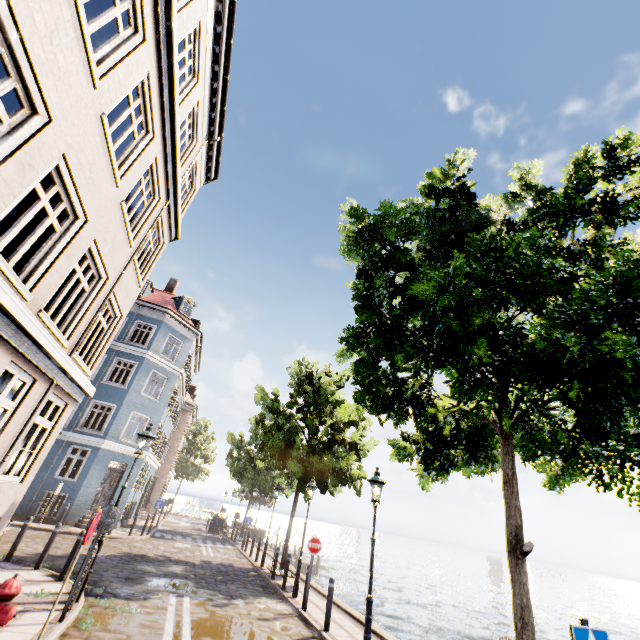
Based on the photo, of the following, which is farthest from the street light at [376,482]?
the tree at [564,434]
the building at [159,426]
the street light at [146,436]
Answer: the building at [159,426]

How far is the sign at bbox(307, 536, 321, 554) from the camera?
10.6m

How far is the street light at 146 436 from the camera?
8.4 meters

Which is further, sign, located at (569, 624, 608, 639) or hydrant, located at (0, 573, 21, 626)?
hydrant, located at (0, 573, 21, 626)

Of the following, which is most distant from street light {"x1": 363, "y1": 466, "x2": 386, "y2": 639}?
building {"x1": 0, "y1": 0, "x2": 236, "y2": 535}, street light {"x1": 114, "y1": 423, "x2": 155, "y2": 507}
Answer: building {"x1": 0, "y1": 0, "x2": 236, "y2": 535}

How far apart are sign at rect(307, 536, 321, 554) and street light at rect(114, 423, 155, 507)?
5.97m

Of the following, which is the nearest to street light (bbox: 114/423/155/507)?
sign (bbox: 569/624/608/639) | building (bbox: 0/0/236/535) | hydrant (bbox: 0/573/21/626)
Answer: building (bbox: 0/0/236/535)

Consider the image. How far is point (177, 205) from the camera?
10.4 meters
